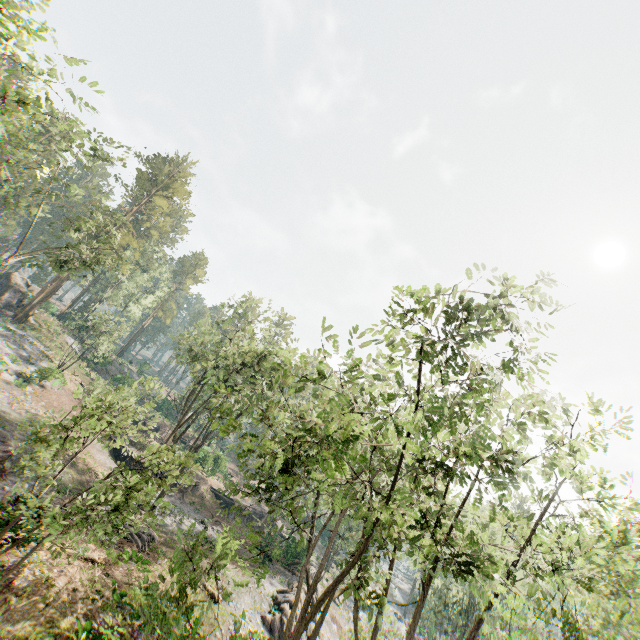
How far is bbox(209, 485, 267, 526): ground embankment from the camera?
40.9 meters

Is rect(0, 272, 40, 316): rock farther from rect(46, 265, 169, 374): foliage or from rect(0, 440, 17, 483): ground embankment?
rect(0, 440, 17, 483): ground embankment

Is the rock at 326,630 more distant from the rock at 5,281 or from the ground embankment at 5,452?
the rock at 5,281

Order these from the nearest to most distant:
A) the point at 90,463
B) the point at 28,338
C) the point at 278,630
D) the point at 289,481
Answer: the point at 289,481, the point at 278,630, the point at 90,463, the point at 28,338

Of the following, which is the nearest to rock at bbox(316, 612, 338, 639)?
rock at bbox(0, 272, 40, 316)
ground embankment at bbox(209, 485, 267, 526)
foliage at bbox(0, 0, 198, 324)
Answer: foliage at bbox(0, 0, 198, 324)

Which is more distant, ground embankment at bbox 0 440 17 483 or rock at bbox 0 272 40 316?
rock at bbox 0 272 40 316

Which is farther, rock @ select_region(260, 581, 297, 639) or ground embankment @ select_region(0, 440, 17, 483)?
rock @ select_region(260, 581, 297, 639)

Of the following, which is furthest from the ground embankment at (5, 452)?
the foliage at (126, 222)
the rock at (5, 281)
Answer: the rock at (5, 281)
